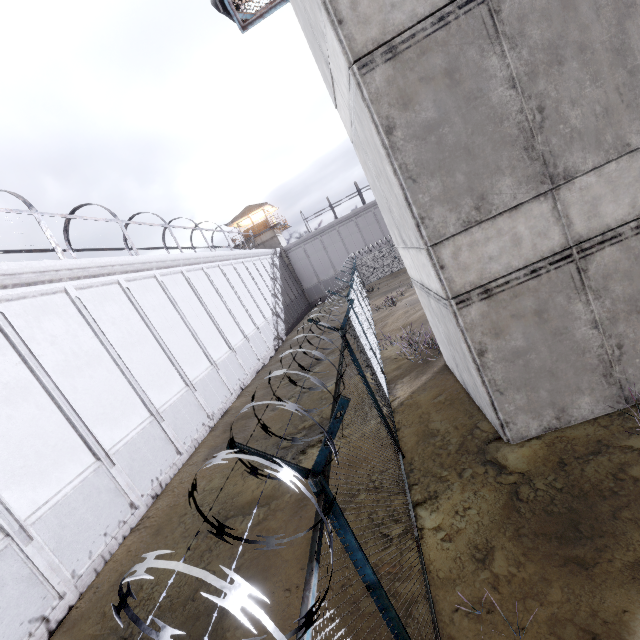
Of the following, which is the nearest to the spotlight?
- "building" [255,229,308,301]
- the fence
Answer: the fence

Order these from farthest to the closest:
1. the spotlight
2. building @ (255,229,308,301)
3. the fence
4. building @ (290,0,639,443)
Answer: building @ (255,229,308,301), the spotlight, building @ (290,0,639,443), the fence

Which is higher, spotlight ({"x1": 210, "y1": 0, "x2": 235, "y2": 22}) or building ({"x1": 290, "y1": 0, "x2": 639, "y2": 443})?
spotlight ({"x1": 210, "y1": 0, "x2": 235, "y2": 22})

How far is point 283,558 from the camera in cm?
591

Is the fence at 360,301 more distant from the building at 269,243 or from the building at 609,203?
the building at 269,243

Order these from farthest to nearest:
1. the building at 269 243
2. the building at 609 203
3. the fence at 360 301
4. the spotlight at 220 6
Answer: the building at 269 243 → the spotlight at 220 6 → the building at 609 203 → the fence at 360 301

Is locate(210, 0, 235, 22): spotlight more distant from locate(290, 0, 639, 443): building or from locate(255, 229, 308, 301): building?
locate(255, 229, 308, 301): building

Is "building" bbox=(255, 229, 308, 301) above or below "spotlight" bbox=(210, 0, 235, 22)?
below
